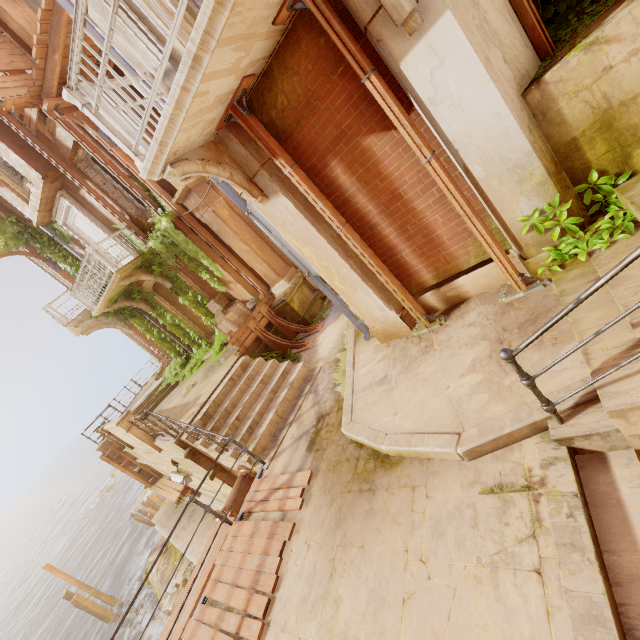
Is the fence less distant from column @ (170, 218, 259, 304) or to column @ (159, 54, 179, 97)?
column @ (159, 54, 179, 97)

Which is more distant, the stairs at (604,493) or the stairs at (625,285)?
the stairs at (625,285)

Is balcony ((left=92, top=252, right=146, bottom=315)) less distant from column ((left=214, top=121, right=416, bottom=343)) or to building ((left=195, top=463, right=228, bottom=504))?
building ((left=195, top=463, right=228, bottom=504))

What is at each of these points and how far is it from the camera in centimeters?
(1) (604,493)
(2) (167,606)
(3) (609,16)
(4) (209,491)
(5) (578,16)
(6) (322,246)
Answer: (1) stairs, 258cm
(2) rock, 1446cm
(3) building, 298cm
(4) building, 1136cm
(5) plant, 353cm
(6) column, 518cm

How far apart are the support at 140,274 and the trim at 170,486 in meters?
8.1 m

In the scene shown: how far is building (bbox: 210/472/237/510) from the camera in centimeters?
834cm

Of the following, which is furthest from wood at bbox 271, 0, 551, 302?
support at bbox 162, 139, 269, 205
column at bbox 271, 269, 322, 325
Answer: column at bbox 271, 269, 322, 325
